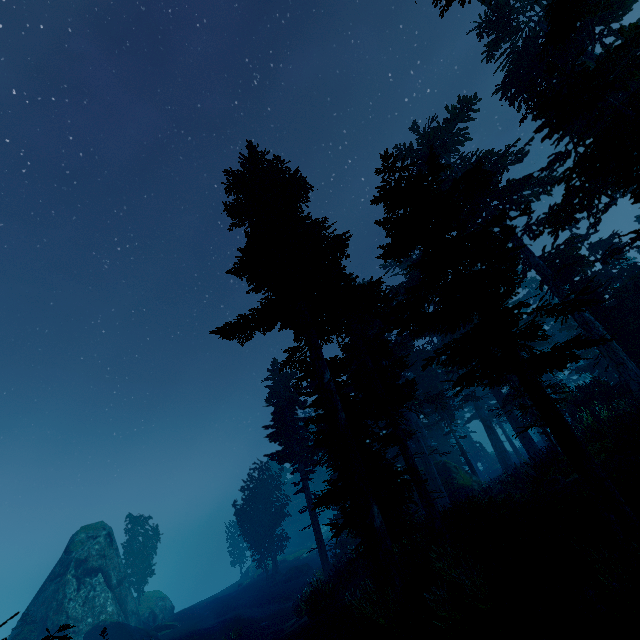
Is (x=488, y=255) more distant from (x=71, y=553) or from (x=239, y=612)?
(x=71, y=553)

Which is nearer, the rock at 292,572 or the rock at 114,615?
the rock at 114,615

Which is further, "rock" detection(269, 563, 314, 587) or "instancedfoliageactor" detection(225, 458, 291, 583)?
"instancedfoliageactor" detection(225, 458, 291, 583)

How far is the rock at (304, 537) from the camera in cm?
4845

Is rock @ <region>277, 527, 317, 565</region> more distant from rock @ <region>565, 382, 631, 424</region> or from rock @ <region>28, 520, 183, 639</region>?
rock @ <region>565, 382, 631, 424</region>

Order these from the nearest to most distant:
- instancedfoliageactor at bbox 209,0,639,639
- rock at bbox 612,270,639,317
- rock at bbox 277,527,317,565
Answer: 1. instancedfoliageactor at bbox 209,0,639,639
2. rock at bbox 612,270,639,317
3. rock at bbox 277,527,317,565

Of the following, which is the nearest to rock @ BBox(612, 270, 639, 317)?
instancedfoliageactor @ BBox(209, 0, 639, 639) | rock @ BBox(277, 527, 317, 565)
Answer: instancedfoliageactor @ BBox(209, 0, 639, 639)

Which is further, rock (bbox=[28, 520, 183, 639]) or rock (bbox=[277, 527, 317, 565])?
rock (bbox=[277, 527, 317, 565])
